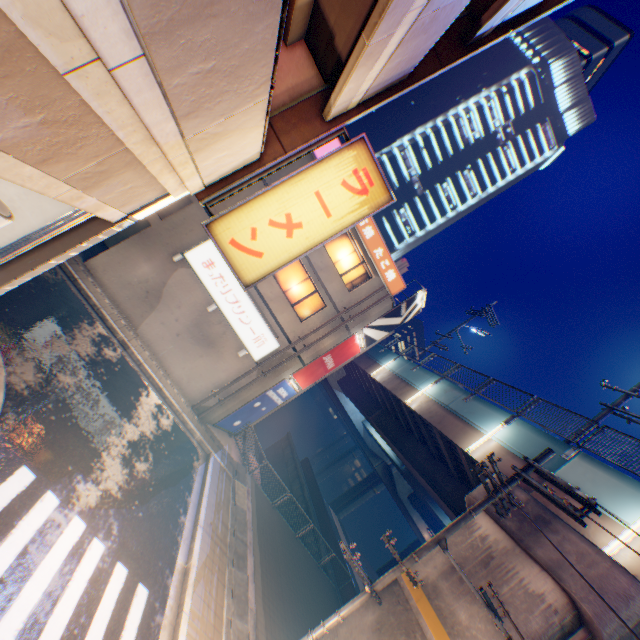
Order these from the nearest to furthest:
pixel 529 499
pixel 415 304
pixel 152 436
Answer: pixel 529 499, pixel 152 436, pixel 415 304

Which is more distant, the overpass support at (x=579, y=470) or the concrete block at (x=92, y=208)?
the overpass support at (x=579, y=470)

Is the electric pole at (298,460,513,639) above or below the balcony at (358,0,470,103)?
below

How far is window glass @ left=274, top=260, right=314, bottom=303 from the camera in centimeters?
1666cm

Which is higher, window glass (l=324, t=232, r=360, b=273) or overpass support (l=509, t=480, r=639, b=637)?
window glass (l=324, t=232, r=360, b=273)

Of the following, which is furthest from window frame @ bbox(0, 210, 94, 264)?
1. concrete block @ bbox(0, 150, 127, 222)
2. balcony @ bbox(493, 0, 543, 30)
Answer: balcony @ bbox(493, 0, 543, 30)

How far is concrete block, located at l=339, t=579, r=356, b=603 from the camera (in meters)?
18.84

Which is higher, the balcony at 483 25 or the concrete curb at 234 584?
the balcony at 483 25
